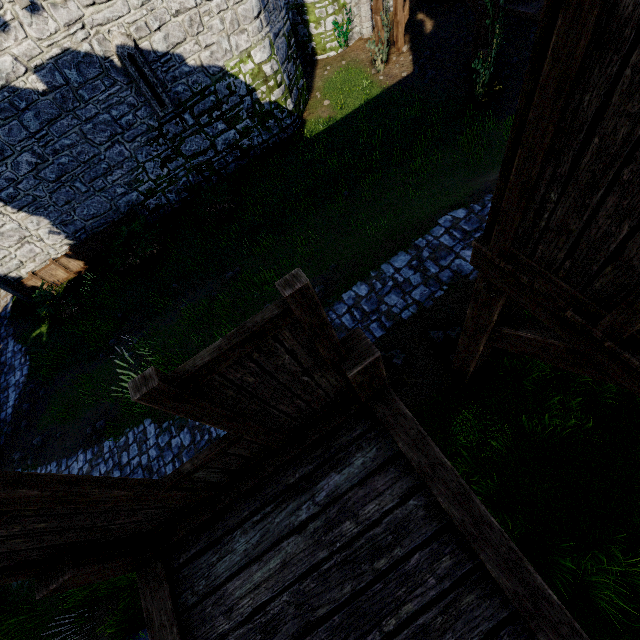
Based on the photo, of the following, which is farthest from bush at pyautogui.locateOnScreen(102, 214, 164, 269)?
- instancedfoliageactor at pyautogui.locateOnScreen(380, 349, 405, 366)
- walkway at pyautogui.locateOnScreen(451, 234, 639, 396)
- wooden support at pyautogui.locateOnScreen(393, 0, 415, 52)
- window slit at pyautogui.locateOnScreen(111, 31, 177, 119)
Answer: wooden support at pyautogui.locateOnScreen(393, 0, 415, 52)

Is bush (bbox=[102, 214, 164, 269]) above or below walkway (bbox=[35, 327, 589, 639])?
below

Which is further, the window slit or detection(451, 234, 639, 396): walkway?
the window slit

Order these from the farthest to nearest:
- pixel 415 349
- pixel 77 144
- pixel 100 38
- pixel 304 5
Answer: pixel 304 5, pixel 77 144, pixel 100 38, pixel 415 349

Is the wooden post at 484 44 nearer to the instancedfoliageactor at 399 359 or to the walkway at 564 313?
the walkway at 564 313

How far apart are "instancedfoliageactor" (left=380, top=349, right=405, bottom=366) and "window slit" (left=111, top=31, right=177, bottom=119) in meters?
12.5 m

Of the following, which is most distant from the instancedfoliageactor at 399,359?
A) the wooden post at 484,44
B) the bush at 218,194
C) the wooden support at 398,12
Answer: the wooden support at 398,12

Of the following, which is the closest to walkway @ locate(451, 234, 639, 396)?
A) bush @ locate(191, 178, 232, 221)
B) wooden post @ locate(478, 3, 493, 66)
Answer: wooden post @ locate(478, 3, 493, 66)
